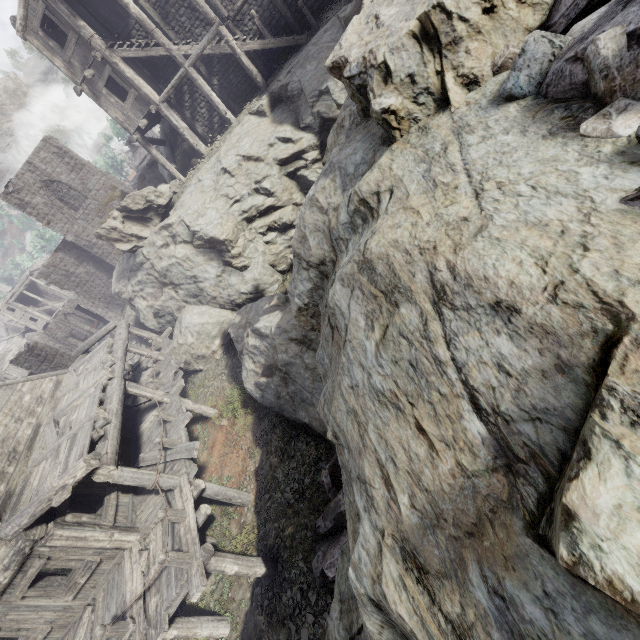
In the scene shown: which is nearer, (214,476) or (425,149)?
→ (425,149)

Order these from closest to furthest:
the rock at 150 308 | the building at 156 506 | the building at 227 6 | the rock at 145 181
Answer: the rock at 150 308 < the building at 156 506 < the building at 227 6 < the rock at 145 181

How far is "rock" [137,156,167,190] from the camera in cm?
2575

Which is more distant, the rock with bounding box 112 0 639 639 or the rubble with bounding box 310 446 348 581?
the rubble with bounding box 310 446 348 581

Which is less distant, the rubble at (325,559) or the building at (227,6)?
the rubble at (325,559)

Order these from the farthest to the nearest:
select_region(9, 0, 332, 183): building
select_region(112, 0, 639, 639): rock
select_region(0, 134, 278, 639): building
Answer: select_region(9, 0, 332, 183): building → select_region(0, 134, 278, 639): building → select_region(112, 0, 639, 639): rock

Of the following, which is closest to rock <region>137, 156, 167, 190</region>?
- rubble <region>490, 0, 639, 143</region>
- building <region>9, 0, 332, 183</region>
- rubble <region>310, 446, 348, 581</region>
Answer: building <region>9, 0, 332, 183</region>

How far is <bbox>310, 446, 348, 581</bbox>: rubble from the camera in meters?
7.1 m
